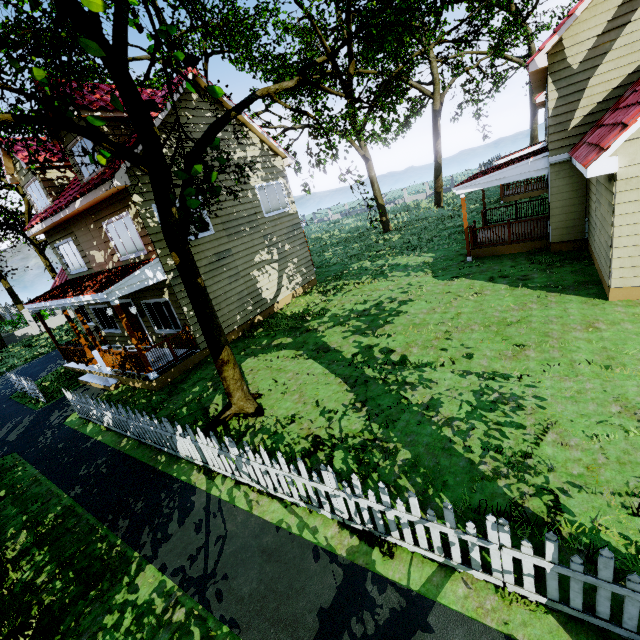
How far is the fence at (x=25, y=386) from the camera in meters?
12.2 m

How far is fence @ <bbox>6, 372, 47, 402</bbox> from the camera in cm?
1217

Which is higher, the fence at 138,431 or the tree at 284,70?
the tree at 284,70

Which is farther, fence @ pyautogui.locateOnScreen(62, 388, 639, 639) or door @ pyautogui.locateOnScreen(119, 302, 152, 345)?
door @ pyautogui.locateOnScreen(119, 302, 152, 345)

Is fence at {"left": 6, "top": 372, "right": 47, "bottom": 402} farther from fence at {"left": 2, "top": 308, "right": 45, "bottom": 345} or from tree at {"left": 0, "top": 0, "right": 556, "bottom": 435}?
fence at {"left": 2, "top": 308, "right": 45, "bottom": 345}

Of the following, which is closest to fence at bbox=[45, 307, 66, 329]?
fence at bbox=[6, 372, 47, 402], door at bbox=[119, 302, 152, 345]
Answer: door at bbox=[119, 302, 152, 345]

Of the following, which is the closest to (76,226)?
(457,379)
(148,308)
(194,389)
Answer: (148,308)

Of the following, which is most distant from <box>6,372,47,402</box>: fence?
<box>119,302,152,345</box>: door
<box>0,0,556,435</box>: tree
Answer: <box>119,302,152,345</box>: door
